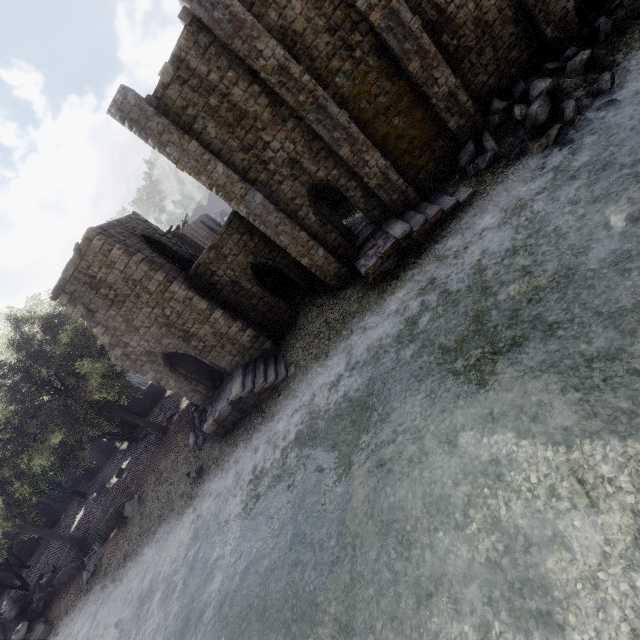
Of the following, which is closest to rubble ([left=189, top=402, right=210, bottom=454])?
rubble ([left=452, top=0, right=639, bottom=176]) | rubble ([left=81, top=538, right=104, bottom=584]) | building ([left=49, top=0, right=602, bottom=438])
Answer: building ([left=49, top=0, right=602, bottom=438])

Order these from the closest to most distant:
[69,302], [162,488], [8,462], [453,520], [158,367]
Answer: [453,520]
[69,302]
[158,367]
[162,488]
[8,462]

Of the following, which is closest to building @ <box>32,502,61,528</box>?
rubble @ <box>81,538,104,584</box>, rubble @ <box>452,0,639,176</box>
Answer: rubble @ <box>452,0,639,176</box>

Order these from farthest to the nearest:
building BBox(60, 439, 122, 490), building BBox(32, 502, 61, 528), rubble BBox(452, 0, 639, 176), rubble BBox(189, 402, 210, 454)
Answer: building BBox(32, 502, 61, 528)
building BBox(60, 439, 122, 490)
rubble BBox(189, 402, 210, 454)
rubble BBox(452, 0, 639, 176)

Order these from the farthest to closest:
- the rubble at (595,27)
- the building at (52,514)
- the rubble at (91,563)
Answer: the building at (52,514)
the rubble at (91,563)
the rubble at (595,27)

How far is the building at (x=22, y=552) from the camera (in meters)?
36.28

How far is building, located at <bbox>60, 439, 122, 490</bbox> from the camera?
35.5m
